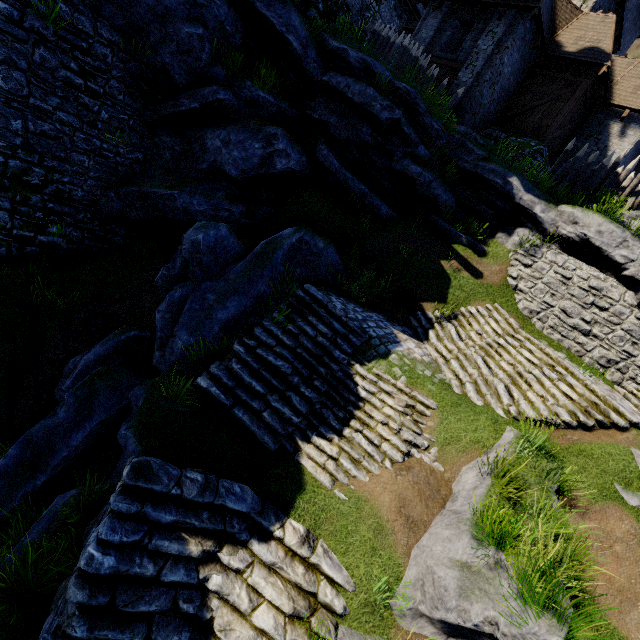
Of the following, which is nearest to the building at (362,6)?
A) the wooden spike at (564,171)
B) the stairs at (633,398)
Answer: the wooden spike at (564,171)

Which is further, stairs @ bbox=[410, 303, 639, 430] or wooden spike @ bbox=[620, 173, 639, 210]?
wooden spike @ bbox=[620, 173, 639, 210]

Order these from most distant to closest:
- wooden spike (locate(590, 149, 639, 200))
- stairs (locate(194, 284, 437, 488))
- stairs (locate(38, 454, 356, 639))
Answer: wooden spike (locate(590, 149, 639, 200))
stairs (locate(194, 284, 437, 488))
stairs (locate(38, 454, 356, 639))

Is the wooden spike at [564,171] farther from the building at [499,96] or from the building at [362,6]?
the building at [362,6]

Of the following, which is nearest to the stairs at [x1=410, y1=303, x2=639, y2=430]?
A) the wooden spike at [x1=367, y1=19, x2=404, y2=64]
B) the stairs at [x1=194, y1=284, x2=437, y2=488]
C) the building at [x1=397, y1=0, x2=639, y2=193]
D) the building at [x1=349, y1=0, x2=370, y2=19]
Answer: the stairs at [x1=194, y1=284, x2=437, y2=488]

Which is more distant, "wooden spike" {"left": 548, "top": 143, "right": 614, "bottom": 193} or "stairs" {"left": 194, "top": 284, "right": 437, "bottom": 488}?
"wooden spike" {"left": 548, "top": 143, "right": 614, "bottom": 193}

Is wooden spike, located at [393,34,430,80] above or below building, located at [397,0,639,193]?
below

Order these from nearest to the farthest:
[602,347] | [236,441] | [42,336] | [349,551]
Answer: [349,551]
[236,441]
[42,336]
[602,347]
